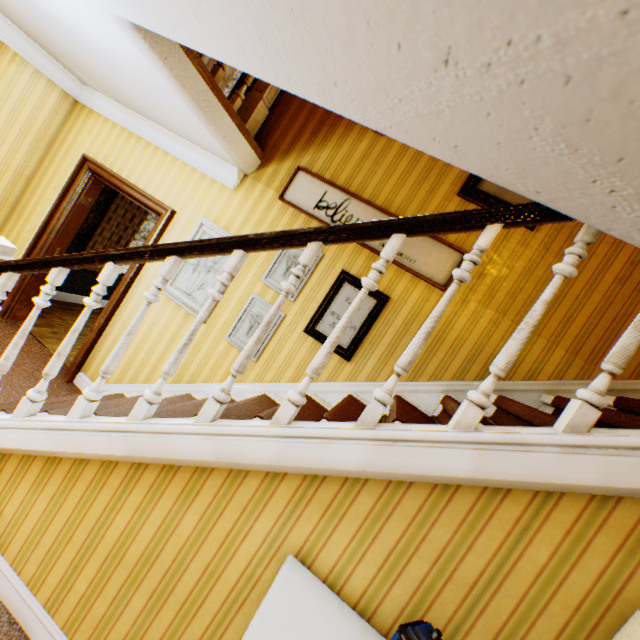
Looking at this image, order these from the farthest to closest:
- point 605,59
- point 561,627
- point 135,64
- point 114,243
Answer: point 114,243 → point 135,64 → point 561,627 → point 605,59

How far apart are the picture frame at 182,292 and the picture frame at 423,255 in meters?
0.6

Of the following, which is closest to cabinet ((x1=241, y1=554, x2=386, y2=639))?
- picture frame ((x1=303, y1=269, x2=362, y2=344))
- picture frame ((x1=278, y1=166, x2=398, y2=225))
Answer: picture frame ((x1=303, y1=269, x2=362, y2=344))

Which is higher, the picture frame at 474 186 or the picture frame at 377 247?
the picture frame at 474 186

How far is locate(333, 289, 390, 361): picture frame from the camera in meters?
3.1

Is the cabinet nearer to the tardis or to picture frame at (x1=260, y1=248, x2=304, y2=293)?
the tardis

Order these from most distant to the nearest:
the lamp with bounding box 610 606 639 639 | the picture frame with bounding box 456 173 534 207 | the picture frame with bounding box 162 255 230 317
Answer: the picture frame with bounding box 162 255 230 317 < the picture frame with bounding box 456 173 534 207 < the lamp with bounding box 610 606 639 639

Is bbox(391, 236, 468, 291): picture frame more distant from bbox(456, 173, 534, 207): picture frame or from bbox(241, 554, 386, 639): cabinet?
bbox(241, 554, 386, 639): cabinet
